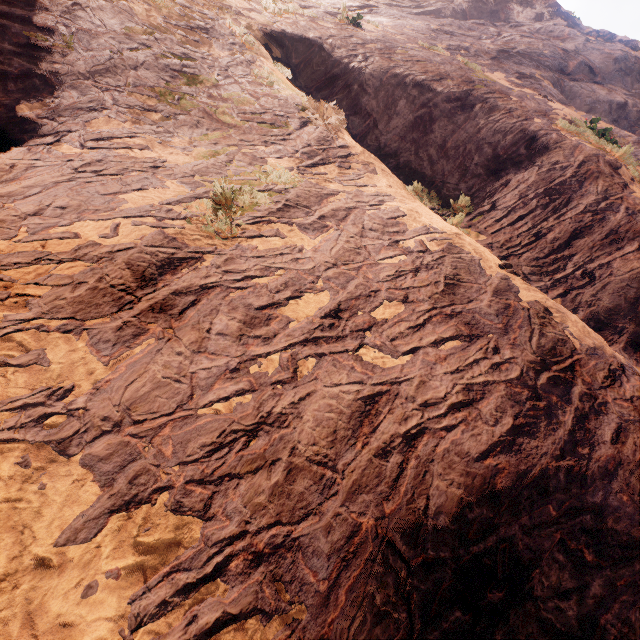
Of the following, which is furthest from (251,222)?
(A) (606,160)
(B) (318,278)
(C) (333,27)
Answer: (C) (333,27)
